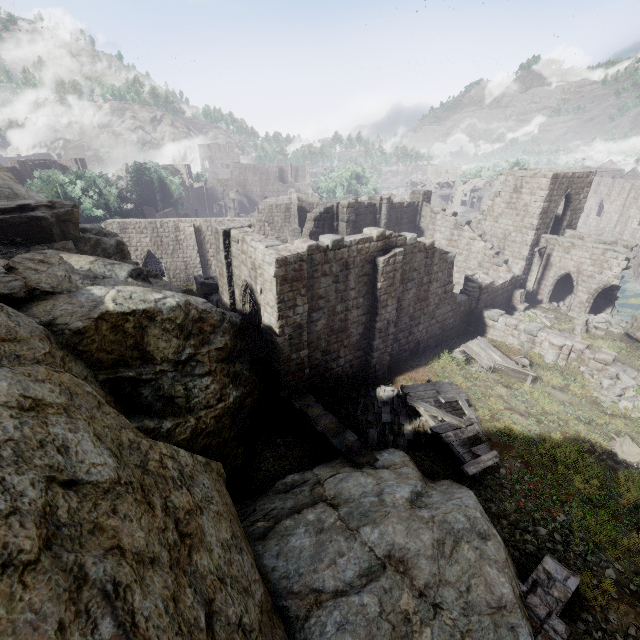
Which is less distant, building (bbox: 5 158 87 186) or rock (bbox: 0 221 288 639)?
rock (bbox: 0 221 288 639)

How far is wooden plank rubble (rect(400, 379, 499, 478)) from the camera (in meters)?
11.33

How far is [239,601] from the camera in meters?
5.4 m

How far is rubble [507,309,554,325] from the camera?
22.24m

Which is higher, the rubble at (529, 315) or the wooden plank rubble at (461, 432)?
the wooden plank rubble at (461, 432)

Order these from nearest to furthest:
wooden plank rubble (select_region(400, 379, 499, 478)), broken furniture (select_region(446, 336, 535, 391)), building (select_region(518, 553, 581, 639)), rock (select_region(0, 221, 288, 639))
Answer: rock (select_region(0, 221, 288, 639)), building (select_region(518, 553, 581, 639)), wooden plank rubble (select_region(400, 379, 499, 478)), broken furniture (select_region(446, 336, 535, 391))

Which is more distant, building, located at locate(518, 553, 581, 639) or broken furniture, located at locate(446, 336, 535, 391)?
broken furniture, located at locate(446, 336, 535, 391)

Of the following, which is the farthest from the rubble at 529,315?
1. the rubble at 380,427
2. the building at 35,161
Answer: the rubble at 380,427
